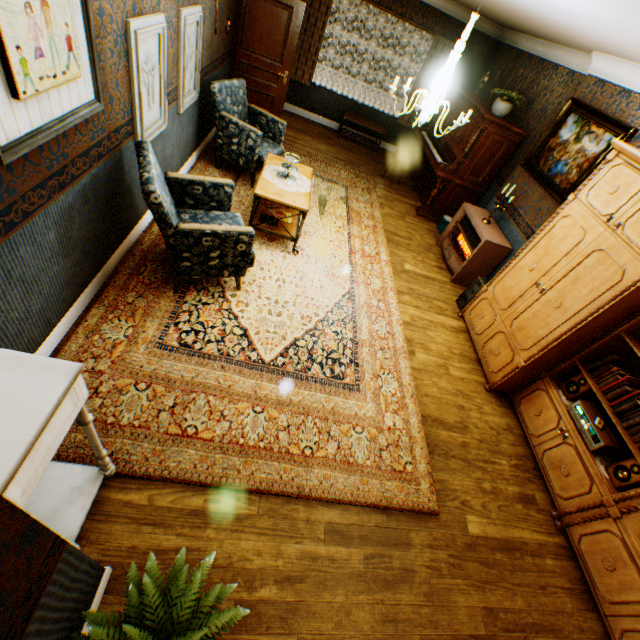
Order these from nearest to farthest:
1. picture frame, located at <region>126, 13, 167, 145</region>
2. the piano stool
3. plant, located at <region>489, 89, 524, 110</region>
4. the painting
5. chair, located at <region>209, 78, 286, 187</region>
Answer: picture frame, located at <region>126, 13, 167, 145</region> → the painting → chair, located at <region>209, 78, 286, 187</region> → plant, located at <region>489, 89, 524, 110</region> → the piano stool

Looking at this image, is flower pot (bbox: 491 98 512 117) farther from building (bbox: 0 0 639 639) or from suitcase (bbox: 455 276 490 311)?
suitcase (bbox: 455 276 490 311)

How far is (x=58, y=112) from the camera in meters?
1.9

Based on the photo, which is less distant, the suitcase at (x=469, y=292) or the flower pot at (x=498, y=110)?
the suitcase at (x=469, y=292)

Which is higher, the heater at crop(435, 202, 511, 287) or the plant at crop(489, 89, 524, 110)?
the plant at crop(489, 89, 524, 110)

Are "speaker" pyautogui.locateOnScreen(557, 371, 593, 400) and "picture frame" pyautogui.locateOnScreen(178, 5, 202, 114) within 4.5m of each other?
no

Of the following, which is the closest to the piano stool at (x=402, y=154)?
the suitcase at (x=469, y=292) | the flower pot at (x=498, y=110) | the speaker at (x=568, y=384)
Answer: the flower pot at (x=498, y=110)

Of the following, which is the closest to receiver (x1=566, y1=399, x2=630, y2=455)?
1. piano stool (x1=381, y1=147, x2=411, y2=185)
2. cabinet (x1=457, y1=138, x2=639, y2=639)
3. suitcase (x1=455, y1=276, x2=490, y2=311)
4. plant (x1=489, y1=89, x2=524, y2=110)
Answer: cabinet (x1=457, y1=138, x2=639, y2=639)
